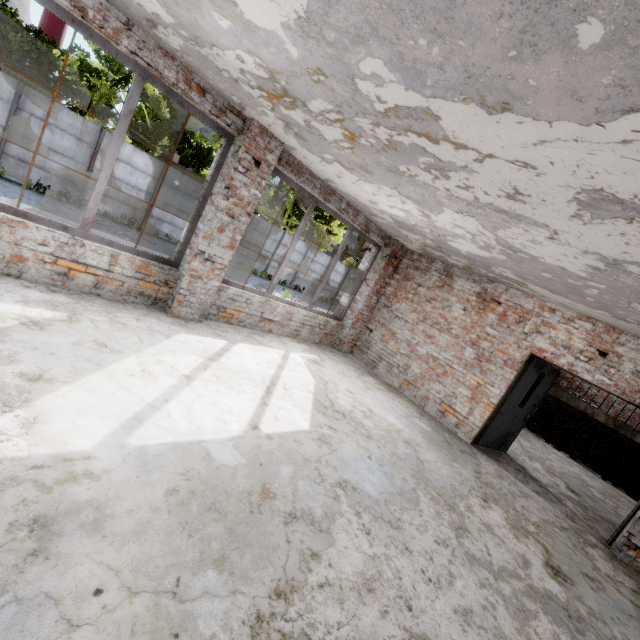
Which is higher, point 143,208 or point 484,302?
point 484,302

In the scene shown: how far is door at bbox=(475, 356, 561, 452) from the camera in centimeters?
655cm

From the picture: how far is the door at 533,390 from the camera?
6.55m

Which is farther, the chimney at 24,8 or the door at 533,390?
the chimney at 24,8

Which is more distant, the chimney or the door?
the chimney

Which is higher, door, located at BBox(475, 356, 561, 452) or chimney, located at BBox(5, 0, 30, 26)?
chimney, located at BBox(5, 0, 30, 26)
